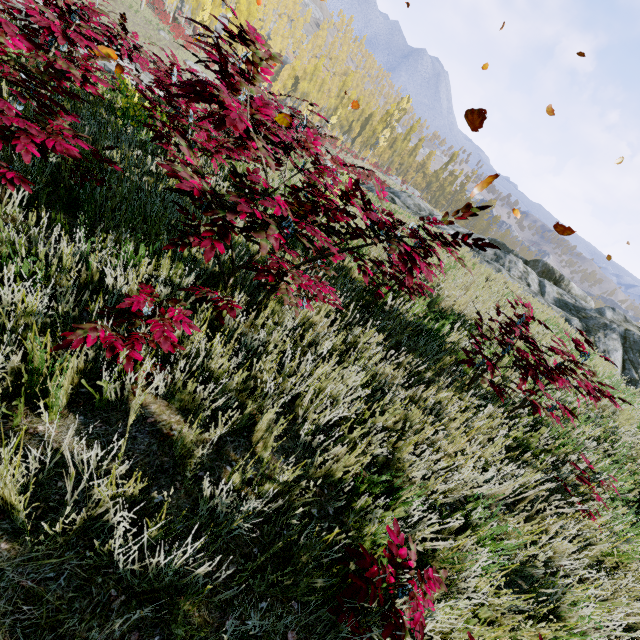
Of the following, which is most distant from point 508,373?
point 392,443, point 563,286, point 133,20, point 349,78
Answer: point 349,78

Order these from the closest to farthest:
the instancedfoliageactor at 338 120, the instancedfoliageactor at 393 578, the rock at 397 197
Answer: the instancedfoliageactor at 393 578, the rock at 397 197, the instancedfoliageactor at 338 120

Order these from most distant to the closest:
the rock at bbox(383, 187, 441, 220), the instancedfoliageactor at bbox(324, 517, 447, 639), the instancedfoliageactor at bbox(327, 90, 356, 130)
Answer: the instancedfoliageactor at bbox(327, 90, 356, 130) → the rock at bbox(383, 187, 441, 220) → the instancedfoliageactor at bbox(324, 517, 447, 639)

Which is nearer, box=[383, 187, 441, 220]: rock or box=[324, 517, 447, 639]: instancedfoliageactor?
box=[324, 517, 447, 639]: instancedfoliageactor

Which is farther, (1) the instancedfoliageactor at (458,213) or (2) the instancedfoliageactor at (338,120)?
(2) the instancedfoliageactor at (338,120)

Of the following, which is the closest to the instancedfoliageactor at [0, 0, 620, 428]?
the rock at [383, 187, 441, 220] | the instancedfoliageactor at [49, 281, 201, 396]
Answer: the instancedfoliageactor at [49, 281, 201, 396]

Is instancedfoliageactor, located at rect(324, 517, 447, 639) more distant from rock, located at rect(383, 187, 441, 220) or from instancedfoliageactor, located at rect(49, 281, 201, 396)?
rock, located at rect(383, 187, 441, 220)
